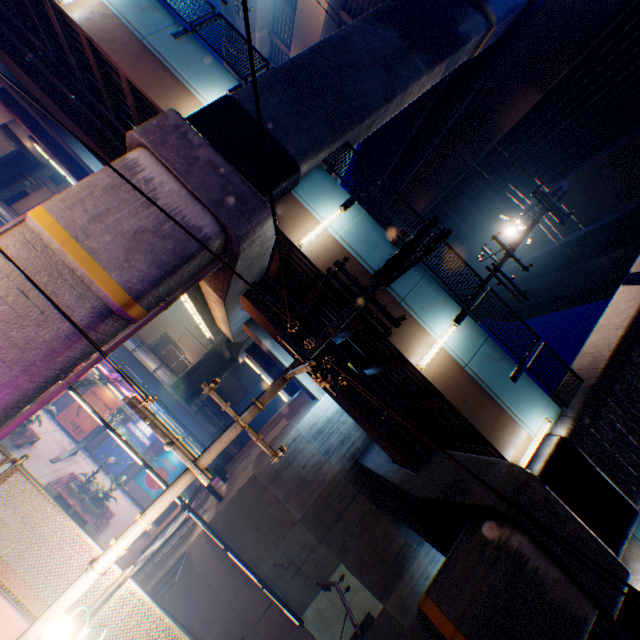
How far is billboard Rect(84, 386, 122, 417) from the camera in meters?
25.3

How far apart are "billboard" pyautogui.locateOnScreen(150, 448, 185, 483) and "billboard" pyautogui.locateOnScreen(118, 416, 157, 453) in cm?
83

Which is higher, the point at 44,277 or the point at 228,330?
the point at 228,330

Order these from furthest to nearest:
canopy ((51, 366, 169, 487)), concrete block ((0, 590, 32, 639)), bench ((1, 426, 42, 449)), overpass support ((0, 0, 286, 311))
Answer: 1. bench ((1, 426, 42, 449))
2. canopy ((51, 366, 169, 487))
3. overpass support ((0, 0, 286, 311))
4. concrete block ((0, 590, 32, 639))

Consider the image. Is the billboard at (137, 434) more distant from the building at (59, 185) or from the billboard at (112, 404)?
the building at (59, 185)

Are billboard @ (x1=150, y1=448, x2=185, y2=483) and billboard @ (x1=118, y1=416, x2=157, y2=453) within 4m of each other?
yes

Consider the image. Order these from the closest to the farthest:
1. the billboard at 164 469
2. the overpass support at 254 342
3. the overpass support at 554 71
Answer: the overpass support at 554 71, the overpass support at 254 342, the billboard at 164 469

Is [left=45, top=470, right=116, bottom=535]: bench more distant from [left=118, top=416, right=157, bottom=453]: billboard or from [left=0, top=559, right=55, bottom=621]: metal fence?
[left=0, top=559, right=55, bottom=621]: metal fence
